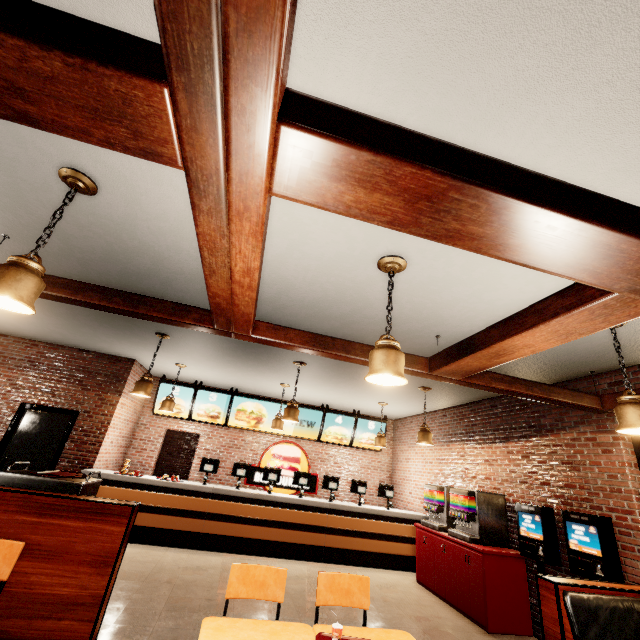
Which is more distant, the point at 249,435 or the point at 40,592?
the point at 249,435
